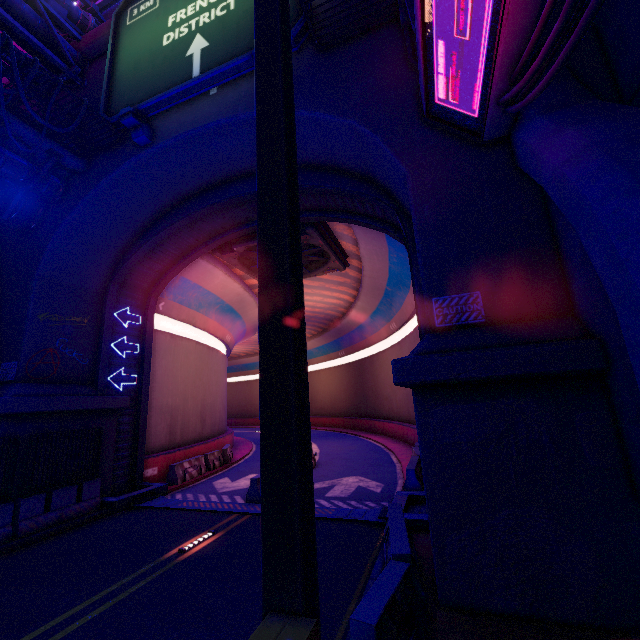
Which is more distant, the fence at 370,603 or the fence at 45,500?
the fence at 45,500

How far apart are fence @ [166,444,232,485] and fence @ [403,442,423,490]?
10.11m

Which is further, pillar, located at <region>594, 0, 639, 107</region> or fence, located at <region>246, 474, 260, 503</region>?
fence, located at <region>246, 474, 260, 503</region>

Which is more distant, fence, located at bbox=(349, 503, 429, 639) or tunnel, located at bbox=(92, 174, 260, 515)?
tunnel, located at bbox=(92, 174, 260, 515)

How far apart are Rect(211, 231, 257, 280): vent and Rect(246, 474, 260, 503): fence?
9.95m

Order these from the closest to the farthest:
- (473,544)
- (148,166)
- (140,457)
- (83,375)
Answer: (473,544) < (148,166) < (83,375) < (140,457)

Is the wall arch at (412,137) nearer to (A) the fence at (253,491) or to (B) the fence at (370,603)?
(B) the fence at (370,603)

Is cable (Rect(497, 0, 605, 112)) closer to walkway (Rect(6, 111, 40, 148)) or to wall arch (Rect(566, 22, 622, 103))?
wall arch (Rect(566, 22, 622, 103))
